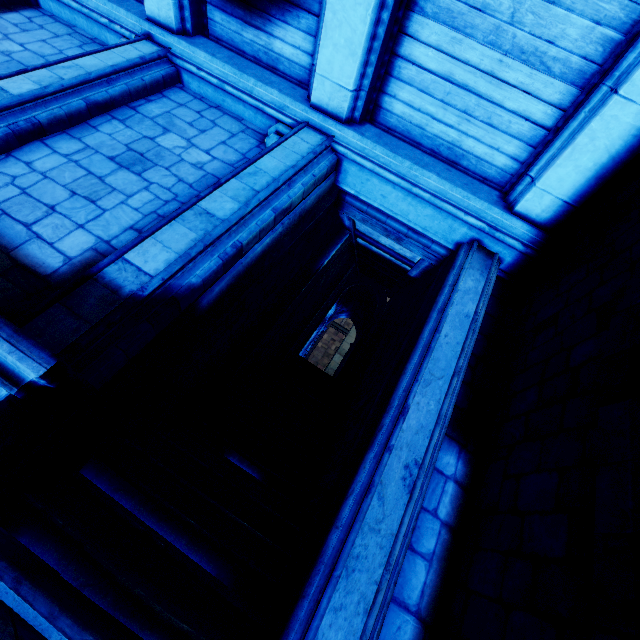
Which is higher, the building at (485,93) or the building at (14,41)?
the building at (485,93)

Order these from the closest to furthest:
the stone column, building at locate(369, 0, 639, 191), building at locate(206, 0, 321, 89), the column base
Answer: the column base
the stone column
building at locate(369, 0, 639, 191)
building at locate(206, 0, 321, 89)

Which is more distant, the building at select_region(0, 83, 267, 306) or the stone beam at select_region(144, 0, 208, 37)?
the stone beam at select_region(144, 0, 208, 37)

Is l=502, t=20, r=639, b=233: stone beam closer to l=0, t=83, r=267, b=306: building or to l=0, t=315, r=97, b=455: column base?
l=0, t=83, r=267, b=306: building

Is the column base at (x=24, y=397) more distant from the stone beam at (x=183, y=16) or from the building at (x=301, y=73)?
the stone beam at (x=183, y=16)

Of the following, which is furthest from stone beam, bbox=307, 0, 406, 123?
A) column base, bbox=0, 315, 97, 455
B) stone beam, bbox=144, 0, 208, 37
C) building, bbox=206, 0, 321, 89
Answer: column base, bbox=0, 315, 97, 455

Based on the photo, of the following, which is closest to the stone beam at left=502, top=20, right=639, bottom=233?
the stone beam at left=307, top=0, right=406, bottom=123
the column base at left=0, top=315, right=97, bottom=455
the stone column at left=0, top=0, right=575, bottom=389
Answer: the stone column at left=0, top=0, right=575, bottom=389

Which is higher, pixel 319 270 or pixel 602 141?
pixel 602 141
